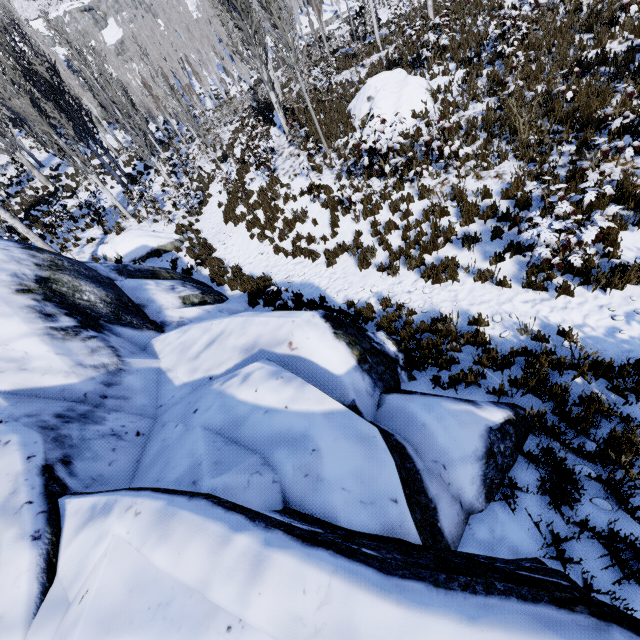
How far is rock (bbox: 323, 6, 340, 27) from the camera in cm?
5559

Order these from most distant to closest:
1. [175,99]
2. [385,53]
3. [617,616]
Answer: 1. [175,99]
2. [385,53]
3. [617,616]

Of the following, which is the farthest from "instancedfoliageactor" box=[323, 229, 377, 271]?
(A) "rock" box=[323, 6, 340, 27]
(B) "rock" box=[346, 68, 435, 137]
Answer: (B) "rock" box=[346, 68, 435, 137]

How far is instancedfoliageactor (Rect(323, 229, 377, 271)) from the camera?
8.4m

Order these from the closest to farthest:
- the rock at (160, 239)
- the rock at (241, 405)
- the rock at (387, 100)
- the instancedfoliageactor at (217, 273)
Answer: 1. the rock at (241, 405)
2. the instancedfoliageactor at (217, 273)
3. the rock at (387, 100)
4. the rock at (160, 239)

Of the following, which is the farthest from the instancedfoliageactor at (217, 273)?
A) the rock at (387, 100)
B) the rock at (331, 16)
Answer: the rock at (387, 100)

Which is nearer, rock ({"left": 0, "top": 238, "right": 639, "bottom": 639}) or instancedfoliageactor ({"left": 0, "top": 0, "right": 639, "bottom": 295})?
rock ({"left": 0, "top": 238, "right": 639, "bottom": 639})

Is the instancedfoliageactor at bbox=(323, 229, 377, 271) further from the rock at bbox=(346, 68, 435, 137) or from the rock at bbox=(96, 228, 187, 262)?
the rock at bbox=(346, 68, 435, 137)
